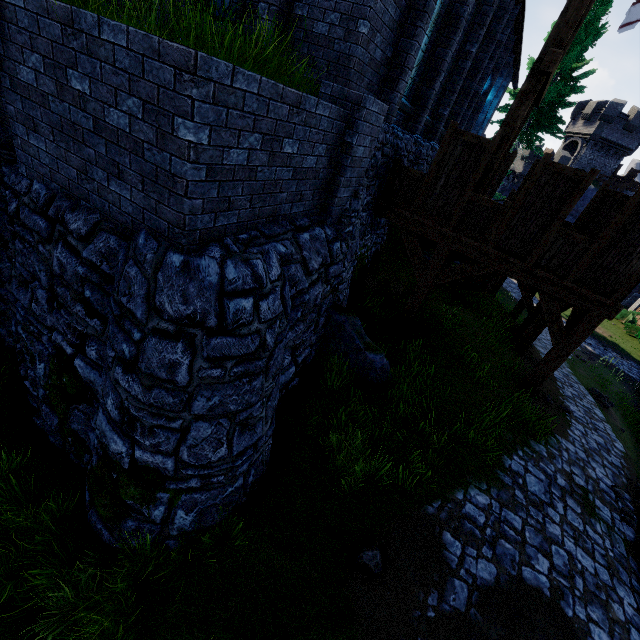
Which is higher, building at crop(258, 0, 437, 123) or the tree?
the tree

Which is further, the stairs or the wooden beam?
the stairs

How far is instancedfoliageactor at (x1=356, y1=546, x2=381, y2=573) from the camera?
4.7m

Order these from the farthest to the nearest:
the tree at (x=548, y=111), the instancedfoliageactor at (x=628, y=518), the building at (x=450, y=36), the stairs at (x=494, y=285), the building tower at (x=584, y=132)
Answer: the building tower at (x=584, y=132)
the tree at (x=548, y=111)
the stairs at (x=494, y=285)
the building at (x=450, y=36)
the instancedfoliageactor at (x=628, y=518)

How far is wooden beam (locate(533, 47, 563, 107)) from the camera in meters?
6.1 m

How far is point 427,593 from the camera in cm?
462

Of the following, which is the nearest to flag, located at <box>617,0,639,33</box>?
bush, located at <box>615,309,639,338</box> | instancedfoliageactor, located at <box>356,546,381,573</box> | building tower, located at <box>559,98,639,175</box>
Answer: instancedfoliageactor, located at <box>356,546,381,573</box>

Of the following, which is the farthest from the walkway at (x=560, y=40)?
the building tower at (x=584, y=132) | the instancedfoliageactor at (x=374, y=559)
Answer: the building tower at (x=584, y=132)
